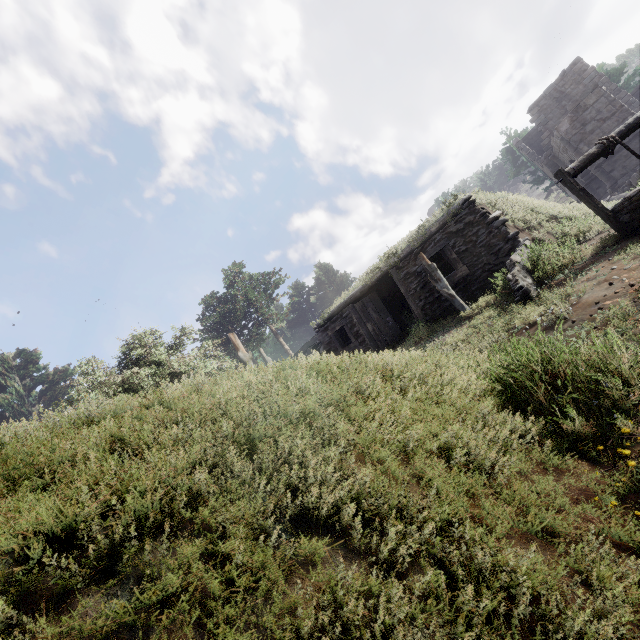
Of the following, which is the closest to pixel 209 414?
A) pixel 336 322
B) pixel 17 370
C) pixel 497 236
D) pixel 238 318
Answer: pixel 497 236

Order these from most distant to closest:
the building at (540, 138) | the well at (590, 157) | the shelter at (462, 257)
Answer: the building at (540, 138)
the shelter at (462, 257)
the well at (590, 157)

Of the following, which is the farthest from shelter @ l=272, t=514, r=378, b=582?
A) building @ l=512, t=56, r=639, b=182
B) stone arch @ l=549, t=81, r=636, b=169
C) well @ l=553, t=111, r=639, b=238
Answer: building @ l=512, t=56, r=639, b=182

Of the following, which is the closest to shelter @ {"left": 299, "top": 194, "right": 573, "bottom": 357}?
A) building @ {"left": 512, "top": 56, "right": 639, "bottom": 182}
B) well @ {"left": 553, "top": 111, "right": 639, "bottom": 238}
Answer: well @ {"left": 553, "top": 111, "right": 639, "bottom": 238}

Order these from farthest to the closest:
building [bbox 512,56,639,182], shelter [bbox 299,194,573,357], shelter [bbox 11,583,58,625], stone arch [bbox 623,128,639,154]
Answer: building [bbox 512,56,639,182], stone arch [bbox 623,128,639,154], shelter [bbox 299,194,573,357], shelter [bbox 11,583,58,625]

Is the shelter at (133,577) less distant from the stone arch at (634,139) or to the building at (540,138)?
the stone arch at (634,139)

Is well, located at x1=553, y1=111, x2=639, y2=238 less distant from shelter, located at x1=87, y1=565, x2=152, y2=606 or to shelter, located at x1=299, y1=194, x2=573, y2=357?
shelter, located at x1=299, y1=194, x2=573, y2=357

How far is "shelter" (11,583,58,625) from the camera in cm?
131
